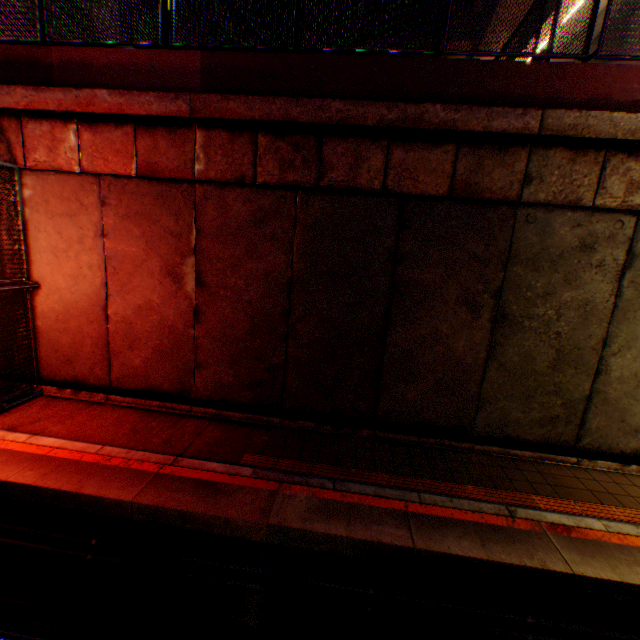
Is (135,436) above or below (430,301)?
below

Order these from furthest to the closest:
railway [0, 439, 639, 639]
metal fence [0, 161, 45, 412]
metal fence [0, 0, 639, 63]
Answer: metal fence [0, 161, 45, 412] → metal fence [0, 0, 639, 63] → railway [0, 439, 639, 639]

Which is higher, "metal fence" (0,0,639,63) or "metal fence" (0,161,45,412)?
"metal fence" (0,0,639,63)

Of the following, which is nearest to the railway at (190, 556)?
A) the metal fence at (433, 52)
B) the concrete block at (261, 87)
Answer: the metal fence at (433, 52)

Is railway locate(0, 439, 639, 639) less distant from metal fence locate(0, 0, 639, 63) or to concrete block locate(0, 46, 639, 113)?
metal fence locate(0, 0, 639, 63)

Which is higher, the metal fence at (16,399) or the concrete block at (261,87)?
the concrete block at (261,87)
